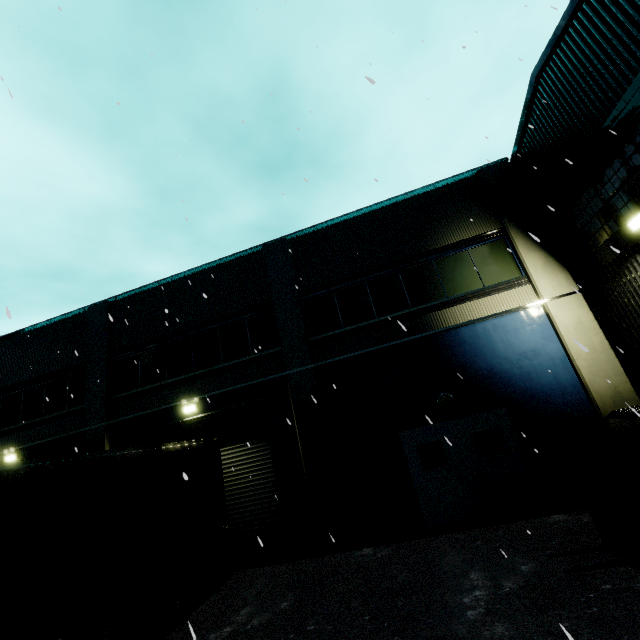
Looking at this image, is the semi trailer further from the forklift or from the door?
the forklift

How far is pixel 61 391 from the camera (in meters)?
12.96

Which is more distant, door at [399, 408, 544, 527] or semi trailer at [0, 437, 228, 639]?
door at [399, 408, 544, 527]

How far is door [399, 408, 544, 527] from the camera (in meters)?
8.39

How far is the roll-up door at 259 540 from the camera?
9.72m

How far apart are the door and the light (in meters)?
0.30

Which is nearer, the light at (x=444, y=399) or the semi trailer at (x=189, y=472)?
the semi trailer at (x=189, y=472)

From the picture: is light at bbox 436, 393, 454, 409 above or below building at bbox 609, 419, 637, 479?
above
